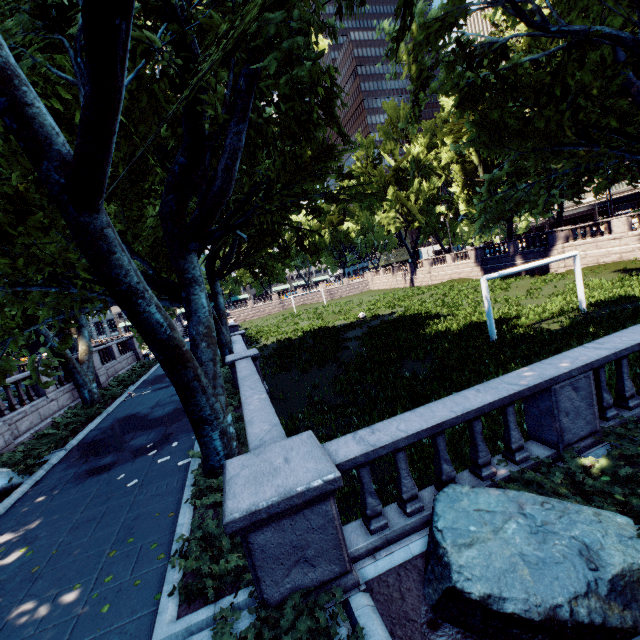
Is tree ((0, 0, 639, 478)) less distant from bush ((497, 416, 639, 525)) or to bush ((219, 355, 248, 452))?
bush ((497, 416, 639, 525))

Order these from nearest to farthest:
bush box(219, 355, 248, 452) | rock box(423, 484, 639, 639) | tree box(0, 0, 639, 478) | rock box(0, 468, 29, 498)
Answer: rock box(423, 484, 639, 639) < tree box(0, 0, 639, 478) < bush box(219, 355, 248, 452) < rock box(0, 468, 29, 498)

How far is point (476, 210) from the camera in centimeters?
3450cm

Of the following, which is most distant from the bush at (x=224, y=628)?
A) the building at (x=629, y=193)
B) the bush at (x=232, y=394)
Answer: the building at (x=629, y=193)

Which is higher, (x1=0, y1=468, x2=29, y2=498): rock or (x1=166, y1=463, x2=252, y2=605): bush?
(x1=166, y1=463, x2=252, y2=605): bush

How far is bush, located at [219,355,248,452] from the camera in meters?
8.5 m

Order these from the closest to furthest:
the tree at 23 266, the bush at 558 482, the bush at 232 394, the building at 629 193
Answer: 1. the bush at 558 482
2. the tree at 23 266
3. the bush at 232 394
4. the building at 629 193

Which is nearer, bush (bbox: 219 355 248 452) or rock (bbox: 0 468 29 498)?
bush (bbox: 219 355 248 452)
